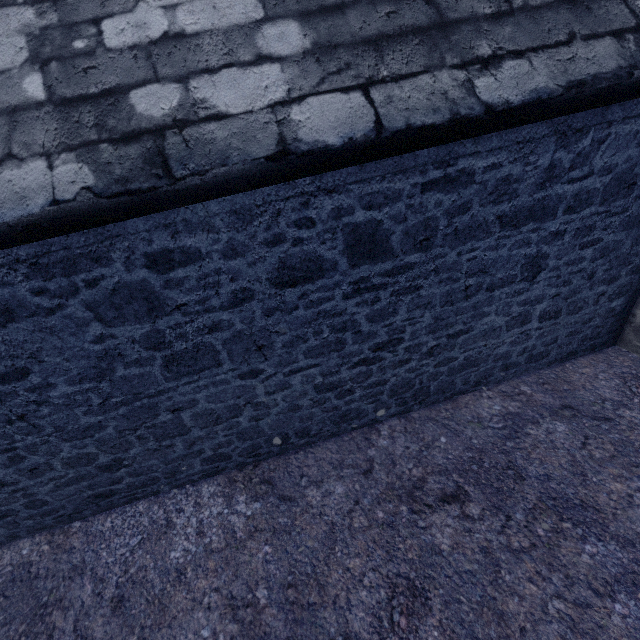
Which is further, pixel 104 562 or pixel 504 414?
pixel 504 414
